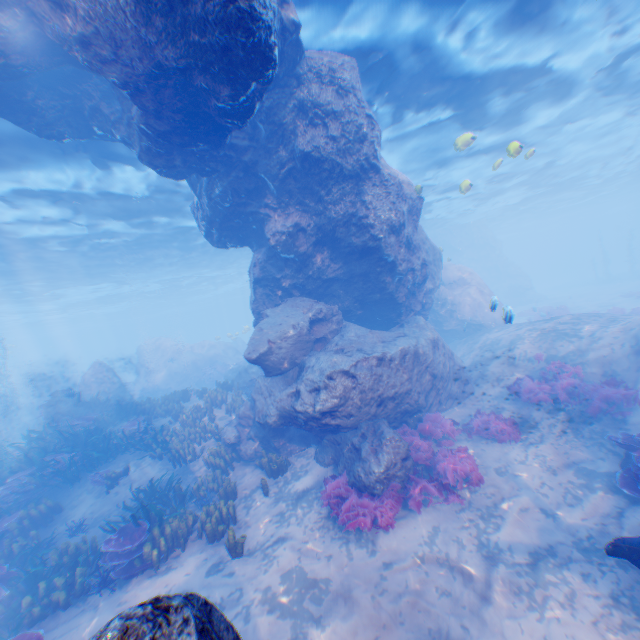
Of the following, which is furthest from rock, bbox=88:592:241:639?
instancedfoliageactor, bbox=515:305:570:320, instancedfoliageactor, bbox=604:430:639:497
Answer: instancedfoliageactor, bbox=604:430:639:497

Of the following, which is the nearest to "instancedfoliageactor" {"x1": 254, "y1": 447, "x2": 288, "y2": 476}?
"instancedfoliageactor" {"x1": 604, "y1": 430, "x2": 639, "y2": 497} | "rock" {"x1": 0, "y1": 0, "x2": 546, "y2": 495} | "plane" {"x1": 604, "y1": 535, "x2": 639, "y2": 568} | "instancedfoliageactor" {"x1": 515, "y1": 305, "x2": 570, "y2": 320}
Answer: "rock" {"x1": 0, "y1": 0, "x2": 546, "y2": 495}

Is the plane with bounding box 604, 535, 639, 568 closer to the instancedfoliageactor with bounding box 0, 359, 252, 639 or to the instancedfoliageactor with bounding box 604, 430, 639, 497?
the instancedfoliageactor with bounding box 604, 430, 639, 497

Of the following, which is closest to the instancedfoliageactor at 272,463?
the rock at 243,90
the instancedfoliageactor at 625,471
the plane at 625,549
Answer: the rock at 243,90

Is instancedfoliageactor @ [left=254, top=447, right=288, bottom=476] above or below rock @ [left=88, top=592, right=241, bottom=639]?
below

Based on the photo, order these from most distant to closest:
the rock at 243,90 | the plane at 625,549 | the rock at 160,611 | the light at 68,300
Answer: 1. the light at 68,300
2. the rock at 243,90
3. the plane at 625,549
4. the rock at 160,611

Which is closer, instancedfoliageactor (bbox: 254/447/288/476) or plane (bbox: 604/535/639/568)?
plane (bbox: 604/535/639/568)

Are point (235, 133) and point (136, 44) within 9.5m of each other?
yes
